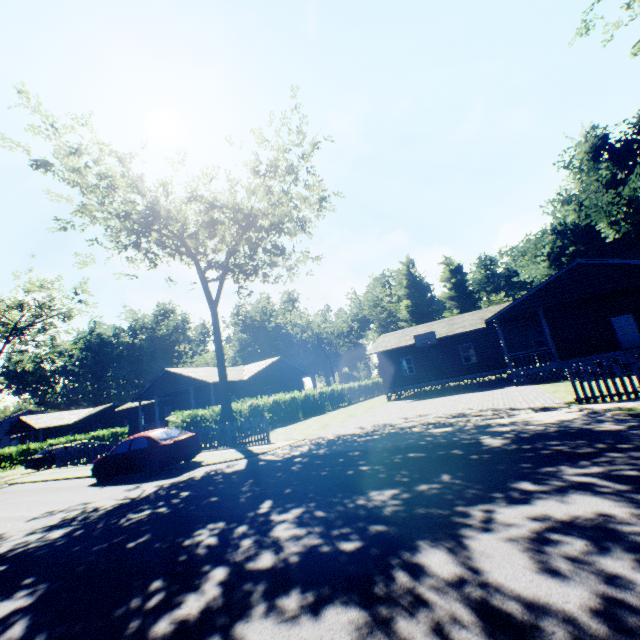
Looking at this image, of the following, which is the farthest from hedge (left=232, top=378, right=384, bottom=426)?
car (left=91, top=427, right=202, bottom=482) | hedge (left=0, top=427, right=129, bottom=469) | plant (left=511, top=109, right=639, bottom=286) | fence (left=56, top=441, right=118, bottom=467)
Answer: hedge (left=0, top=427, right=129, bottom=469)

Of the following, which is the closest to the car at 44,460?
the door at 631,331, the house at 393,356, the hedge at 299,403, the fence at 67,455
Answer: the fence at 67,455

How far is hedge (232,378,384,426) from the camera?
23.4 meters

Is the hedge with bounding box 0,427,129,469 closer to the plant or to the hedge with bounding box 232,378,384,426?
the plant

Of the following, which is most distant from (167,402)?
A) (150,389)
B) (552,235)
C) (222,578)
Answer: (552,235)

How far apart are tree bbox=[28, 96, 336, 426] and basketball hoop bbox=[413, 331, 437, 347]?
15.3 meters

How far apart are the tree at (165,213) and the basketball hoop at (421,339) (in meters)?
15.29

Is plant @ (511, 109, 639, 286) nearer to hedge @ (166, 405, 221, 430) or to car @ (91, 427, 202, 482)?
car @ (91, 427, 202, 482)
